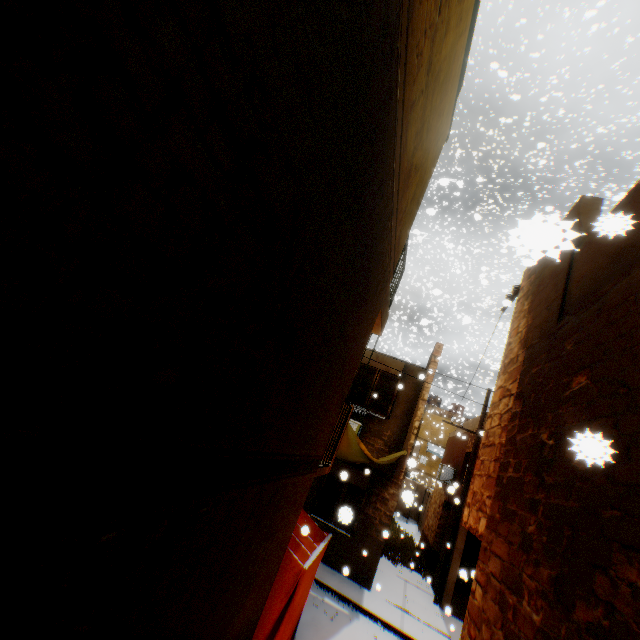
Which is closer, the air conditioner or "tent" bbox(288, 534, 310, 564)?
"tent" bbox(288, 534, 310, 564)

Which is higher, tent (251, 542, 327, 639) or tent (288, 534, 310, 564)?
tent (288, 534, 310, 564)

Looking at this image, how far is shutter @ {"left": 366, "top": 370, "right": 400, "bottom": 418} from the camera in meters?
11.4 m

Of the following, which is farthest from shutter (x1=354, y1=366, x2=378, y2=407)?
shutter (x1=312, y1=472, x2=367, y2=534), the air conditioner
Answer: the air conditioner

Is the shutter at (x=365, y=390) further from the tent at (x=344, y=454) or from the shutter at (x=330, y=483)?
the shutter at (x=330, y=483)

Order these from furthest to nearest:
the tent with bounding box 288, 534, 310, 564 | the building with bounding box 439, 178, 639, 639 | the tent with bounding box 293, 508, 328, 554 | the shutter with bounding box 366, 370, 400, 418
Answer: the shutter with bounding box 366, 370, 400, 418 → the tent with bounding box 293, 508, 328, 554 → the tent with bounding box 288, 534, 310, 564 → the building with bounding box 439, 178, 639, 639

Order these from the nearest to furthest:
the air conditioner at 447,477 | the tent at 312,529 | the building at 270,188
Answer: the building at 270,188, the tent at 312,529, the air conditioner at 447,477

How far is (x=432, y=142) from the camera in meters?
5.5 m
